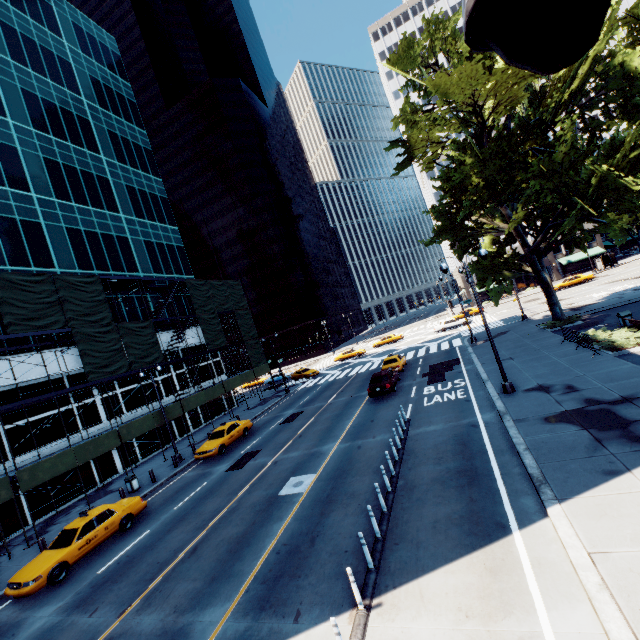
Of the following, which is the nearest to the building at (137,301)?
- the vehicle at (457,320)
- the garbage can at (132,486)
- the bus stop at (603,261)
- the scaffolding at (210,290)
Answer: the scaffolding at (210,290)

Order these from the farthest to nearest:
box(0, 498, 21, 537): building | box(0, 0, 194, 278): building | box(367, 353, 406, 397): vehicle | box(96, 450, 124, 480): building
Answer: box(0, 0, 194, 278): building, box(96, 450, 124, 480): building, box(367, 353, 406, 397): vehicle, box(0, 498, 21, 537): building

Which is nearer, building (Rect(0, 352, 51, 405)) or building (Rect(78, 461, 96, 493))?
building (Rect(0, 352, 51, 405))

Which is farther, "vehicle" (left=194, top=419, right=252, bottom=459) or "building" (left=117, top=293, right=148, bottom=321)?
"building" (left=117, top=293, right=148, bottom=321)

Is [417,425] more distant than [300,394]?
No

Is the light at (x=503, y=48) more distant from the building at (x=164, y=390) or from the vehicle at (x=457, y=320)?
the vehicle at (x=457, y=320)

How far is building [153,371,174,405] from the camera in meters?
31.6 m

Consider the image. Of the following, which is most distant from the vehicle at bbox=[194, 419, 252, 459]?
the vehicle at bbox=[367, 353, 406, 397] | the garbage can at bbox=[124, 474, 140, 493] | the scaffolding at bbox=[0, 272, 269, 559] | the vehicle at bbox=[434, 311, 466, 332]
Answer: the vehicle at bbox=[434, 311, 466, 332]
